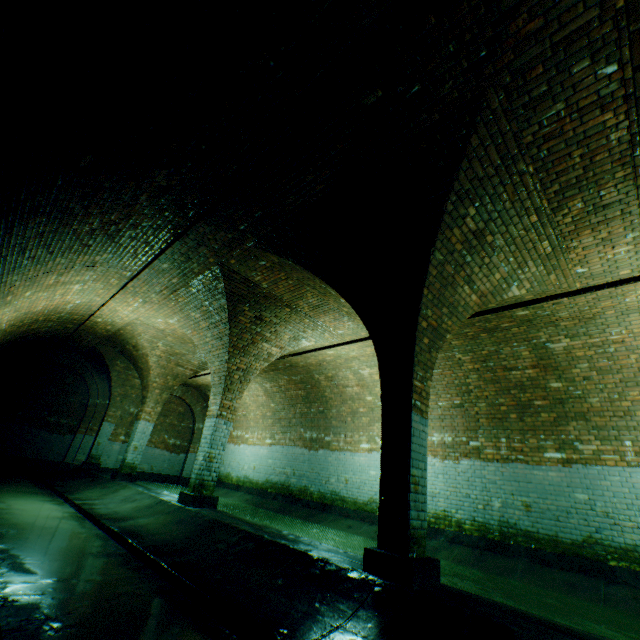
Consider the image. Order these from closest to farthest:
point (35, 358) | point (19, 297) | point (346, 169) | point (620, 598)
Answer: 1. point (346, 169)
2. point (620, 598)
3. point (19, 297)
4. point (35, 358)

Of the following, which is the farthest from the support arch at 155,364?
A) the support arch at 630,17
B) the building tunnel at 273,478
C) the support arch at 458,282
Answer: the support arch at 630,17

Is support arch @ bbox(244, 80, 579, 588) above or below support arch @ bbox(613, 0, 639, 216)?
below

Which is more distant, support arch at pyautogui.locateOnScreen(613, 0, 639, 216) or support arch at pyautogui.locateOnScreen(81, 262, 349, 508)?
support arch at pyautogui.locateOnScreen(81, 262, 349, 508)

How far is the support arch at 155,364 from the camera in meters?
7.1 m

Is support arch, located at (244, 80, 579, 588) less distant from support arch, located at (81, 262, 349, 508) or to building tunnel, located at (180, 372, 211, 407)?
building tunnel, located at (180, 372, 211, 407)

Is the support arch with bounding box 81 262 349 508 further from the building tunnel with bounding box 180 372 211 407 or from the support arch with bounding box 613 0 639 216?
the support arch with bounding box 613 0 639 216

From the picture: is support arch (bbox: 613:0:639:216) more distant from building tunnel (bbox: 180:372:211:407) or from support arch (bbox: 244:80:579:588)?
support arch (bbox: 244:80:579:588)
